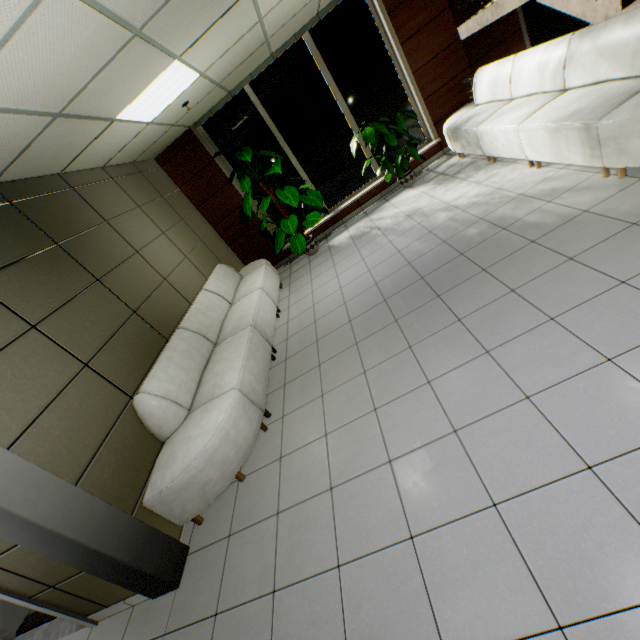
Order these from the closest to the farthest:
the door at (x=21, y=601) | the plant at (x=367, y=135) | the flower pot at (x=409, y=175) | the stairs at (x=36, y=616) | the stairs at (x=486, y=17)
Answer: the door at (x=21, y=601) → the stairs at (x=36, y=616) → the stairs at (x=486, y=17) → the plant at (x=367, y=135) → the flower pot at (x=409, y=175)

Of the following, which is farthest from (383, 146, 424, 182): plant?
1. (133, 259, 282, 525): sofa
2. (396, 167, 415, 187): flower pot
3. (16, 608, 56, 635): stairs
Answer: (16, 608, 56, 635): stairs

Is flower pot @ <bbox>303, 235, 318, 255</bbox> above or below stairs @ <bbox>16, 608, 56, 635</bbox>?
above

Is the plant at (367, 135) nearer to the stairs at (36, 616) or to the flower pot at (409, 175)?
the flower pot at (409, 175)

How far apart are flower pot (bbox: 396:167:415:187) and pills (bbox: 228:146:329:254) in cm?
202

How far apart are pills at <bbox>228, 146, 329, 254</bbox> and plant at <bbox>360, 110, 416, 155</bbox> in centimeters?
186cm

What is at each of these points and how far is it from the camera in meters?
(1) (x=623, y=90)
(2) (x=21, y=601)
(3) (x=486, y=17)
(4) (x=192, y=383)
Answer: (1) sofa, 2.9 m
(2) door, 2.5 m
(3) stairs, 5.0 m
(4) sofa, 3.6 m

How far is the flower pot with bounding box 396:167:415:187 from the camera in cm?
629
